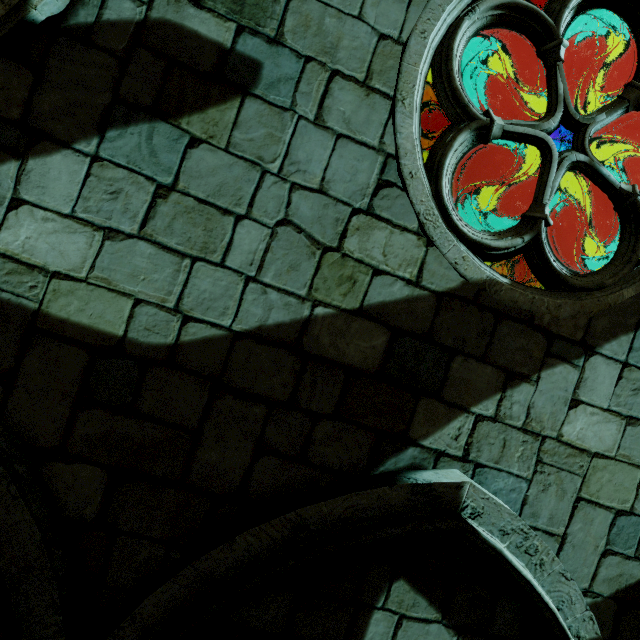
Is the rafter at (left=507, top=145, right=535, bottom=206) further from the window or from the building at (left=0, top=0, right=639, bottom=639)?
the window

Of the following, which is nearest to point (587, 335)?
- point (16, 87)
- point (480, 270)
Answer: point (480, 270)

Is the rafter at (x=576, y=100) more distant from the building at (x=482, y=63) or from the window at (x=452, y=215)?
the window at (x=452, y=215)

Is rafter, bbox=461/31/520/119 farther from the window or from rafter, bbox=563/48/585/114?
the window

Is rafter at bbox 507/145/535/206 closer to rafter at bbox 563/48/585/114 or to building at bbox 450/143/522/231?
building at bbox 450/143/522/231

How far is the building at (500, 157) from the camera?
8.7m

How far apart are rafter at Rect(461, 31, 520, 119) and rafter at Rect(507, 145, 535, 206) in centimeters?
34cm

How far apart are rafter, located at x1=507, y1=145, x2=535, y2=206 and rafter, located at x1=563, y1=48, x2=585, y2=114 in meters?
1.3 m
